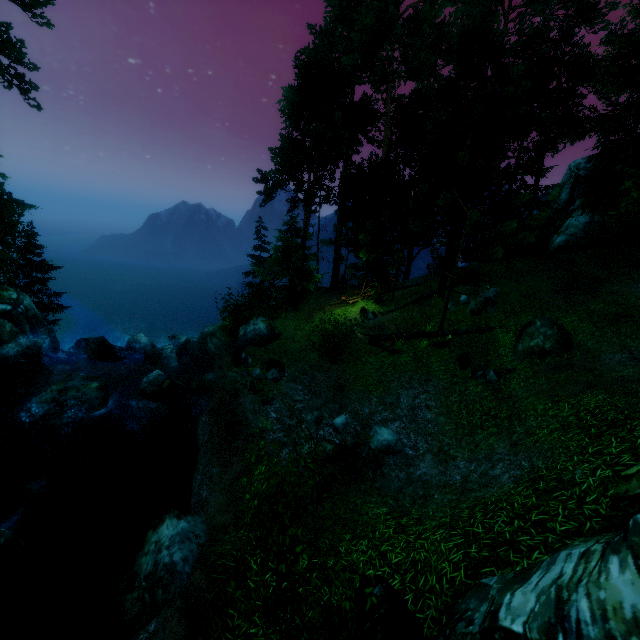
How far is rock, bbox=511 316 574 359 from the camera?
11.3m

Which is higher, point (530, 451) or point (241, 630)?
point (530, 451)

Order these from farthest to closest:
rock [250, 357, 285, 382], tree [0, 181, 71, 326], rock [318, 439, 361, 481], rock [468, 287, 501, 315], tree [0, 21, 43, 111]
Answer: tree [0, 21, 43, 111] < tree [0, 181, 71, 326] < rock [468, 287, 501, 315] < rock [250, 357, 285, 382] < rock [318, 439, 361, 481]

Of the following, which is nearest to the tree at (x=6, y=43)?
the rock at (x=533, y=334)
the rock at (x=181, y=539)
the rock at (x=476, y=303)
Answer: the rock at (x=476, y=303)

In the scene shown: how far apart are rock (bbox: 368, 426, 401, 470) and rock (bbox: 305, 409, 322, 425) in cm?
150

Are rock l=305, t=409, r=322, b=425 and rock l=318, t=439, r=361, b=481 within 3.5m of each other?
yes

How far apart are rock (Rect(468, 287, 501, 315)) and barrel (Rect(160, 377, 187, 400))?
14.3 meters

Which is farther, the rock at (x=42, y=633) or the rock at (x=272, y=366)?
the rock at (x=272, y=366)
